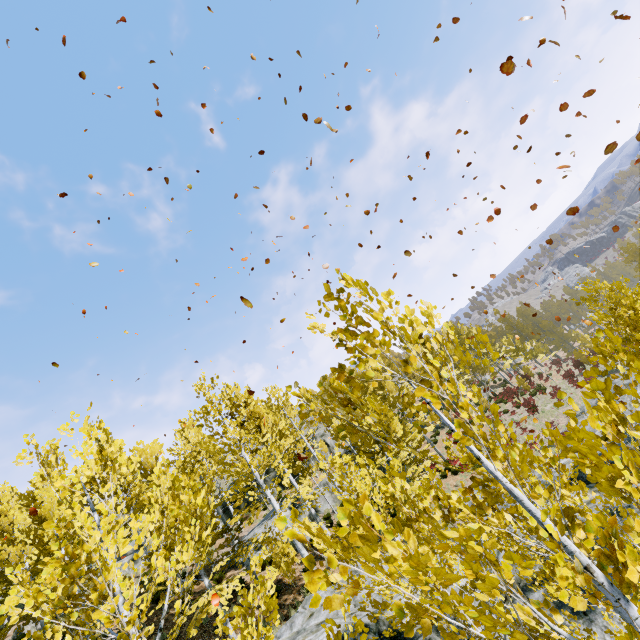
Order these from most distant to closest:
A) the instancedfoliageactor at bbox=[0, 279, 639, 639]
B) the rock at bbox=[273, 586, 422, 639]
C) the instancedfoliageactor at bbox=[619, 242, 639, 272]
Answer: the instancedfoliageactor at bbox=[619, 242, 639, 272], the rock at bbox=[273, 586, 422, 639], the instancedfoliageactor at bbox=[0, 279, 639, 639]

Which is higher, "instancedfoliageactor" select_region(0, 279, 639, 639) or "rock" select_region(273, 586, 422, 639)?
"instancedfoliageactor" select_region(0, 279, 639, 639)

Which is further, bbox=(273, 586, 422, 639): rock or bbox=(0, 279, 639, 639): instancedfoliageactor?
bbox=(273, 586, 422, 639): rock

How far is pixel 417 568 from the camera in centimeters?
132cm

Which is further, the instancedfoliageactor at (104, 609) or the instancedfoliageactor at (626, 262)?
the instancedfoliageactor at (626, 262)

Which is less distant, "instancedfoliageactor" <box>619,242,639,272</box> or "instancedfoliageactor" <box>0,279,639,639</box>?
"instancedfoliageactor" <box>0,279,639,639</box>

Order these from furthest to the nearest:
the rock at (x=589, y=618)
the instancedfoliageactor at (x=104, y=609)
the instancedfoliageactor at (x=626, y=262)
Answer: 1. the instancedfoliageactor at (x=626, y=262)
2. the rock at (x=589, y=618)
3. the instancedfoliageactor at (x=104, y=609)
